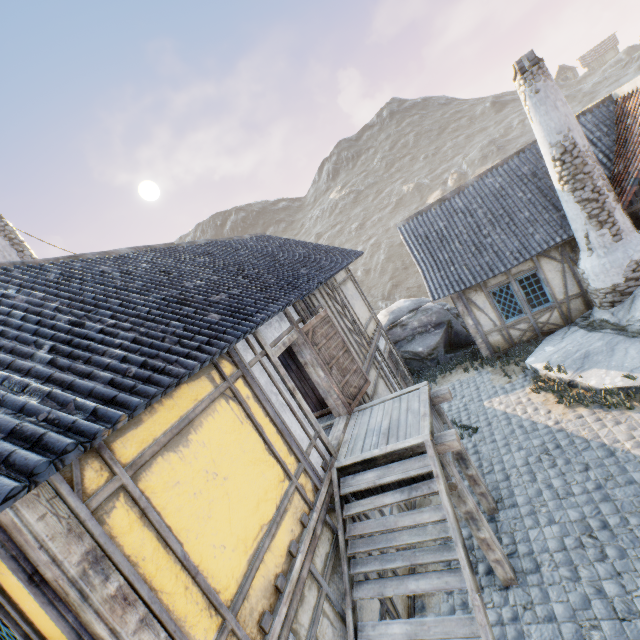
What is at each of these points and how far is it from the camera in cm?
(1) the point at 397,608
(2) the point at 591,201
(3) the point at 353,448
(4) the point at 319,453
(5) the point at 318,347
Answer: (1) building, 539
(2) chimney, 869
(3) wooden structure, 580
(4) building, 559
(5) door, 702

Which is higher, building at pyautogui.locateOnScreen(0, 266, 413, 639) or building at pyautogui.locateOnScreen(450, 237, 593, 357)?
building at pyautogui.locateOnScreen(0, 266, 413, 639)

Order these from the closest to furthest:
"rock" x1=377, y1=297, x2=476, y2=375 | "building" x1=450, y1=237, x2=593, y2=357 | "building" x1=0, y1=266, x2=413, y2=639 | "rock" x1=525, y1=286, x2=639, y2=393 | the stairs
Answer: "building" x1=0, y1=266, x2=413, y2=639, the stairs, "rock" x1=525, y1=286, x2=639, y2=393, "building" x1=450, y1=237, x2=593, y2=357, "rock" x1=377, y1=297, x2=476, y2=375

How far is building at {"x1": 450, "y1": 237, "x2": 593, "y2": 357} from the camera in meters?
10.4

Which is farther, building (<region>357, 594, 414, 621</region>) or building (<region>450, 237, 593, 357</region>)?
building (<region>450, 237, 593, 357</region>)

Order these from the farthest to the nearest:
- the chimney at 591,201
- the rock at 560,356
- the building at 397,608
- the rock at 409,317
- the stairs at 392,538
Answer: the rock at 409,317 → the chimney at 591,201 → the rock at 560,356 → the building at 397,608 → the stairs at 392,538

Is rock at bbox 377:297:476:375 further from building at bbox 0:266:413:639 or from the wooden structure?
the wooden structure

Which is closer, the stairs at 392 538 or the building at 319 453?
the building at 319 453
